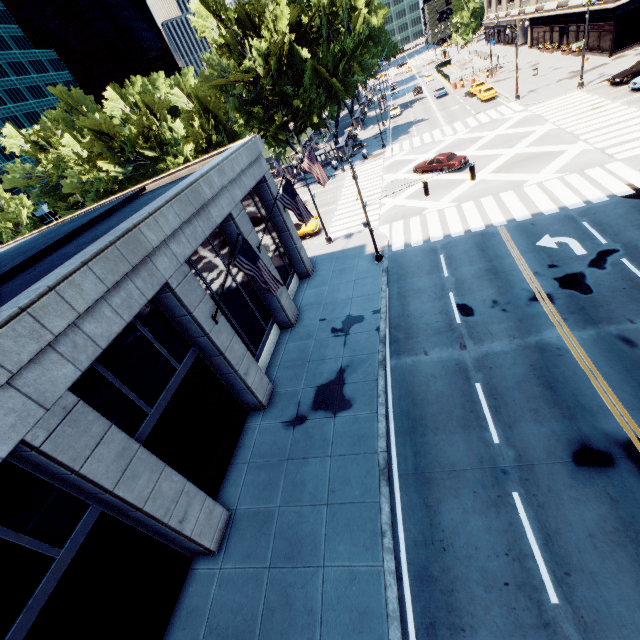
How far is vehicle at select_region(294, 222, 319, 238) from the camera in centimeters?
3003cm

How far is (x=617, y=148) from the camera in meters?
22.4 m

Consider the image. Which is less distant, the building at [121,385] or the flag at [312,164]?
the building at [121,385]

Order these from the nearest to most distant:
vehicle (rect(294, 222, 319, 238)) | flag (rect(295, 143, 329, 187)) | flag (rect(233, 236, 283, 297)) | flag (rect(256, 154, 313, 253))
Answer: flag (rect(233, 236, 283, 297)) → flag (rect(256, 154, 313, 253)) → flag (rect(295, 143, 329, 187)) → vehicle (rect(294, 222, 319, 238))

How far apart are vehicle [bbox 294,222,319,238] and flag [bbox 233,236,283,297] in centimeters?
1877cm

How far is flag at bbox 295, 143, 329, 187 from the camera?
19.1 meters

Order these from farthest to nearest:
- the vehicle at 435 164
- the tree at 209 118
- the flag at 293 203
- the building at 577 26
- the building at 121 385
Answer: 1. the building at 577 26
2. the tree at 209 118
3. the vehicle at 435 164
4. the flag at 293 203
5. the building at 121 385

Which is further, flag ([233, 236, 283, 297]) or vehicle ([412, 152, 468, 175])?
vehicle ([412, 152, 468, 175])
